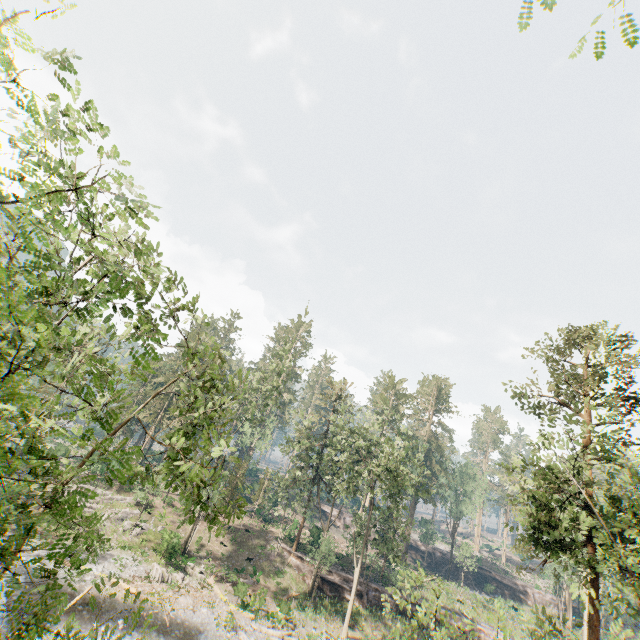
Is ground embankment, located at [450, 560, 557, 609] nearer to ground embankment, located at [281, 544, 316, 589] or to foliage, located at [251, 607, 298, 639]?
foliage, located at [251, 607, 298, 639]

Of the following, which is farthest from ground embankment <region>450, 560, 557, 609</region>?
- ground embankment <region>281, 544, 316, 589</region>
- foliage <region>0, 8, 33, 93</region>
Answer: ground embankment <region>281, 544, 316, 589</region>

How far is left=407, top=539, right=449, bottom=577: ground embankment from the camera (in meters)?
56.12

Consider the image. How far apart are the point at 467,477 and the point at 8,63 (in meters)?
69.35

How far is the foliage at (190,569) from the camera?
27.94m

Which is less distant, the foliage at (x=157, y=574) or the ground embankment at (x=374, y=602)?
the foliage at (x=157, y=574)

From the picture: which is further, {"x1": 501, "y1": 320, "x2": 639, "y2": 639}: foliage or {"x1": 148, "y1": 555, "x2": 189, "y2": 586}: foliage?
{"x1": 148, "y1": 555, "x2": 189, "y2": 586}: foliage
